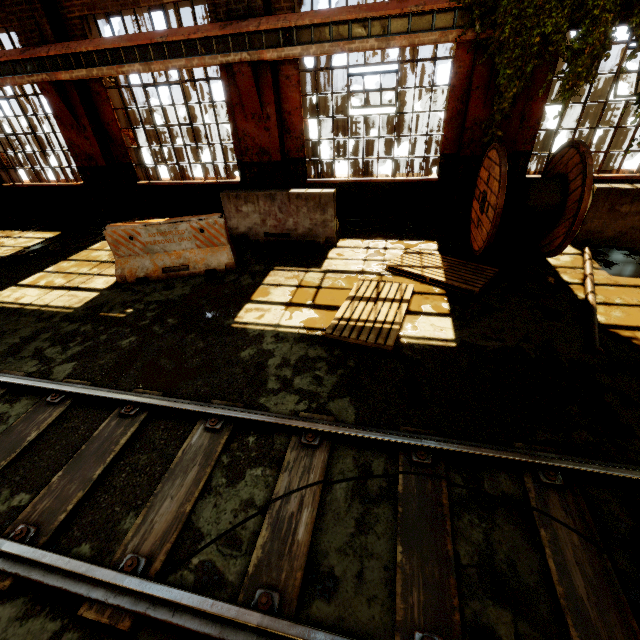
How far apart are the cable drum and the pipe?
0.5 meters

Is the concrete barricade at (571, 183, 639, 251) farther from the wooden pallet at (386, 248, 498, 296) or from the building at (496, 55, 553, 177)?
the wooden pallet at (386, 248, 498, 296)

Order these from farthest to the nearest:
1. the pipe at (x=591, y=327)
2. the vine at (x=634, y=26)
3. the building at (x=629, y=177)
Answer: the building at (x=629, y=177) < the vine at (x=634, y=26) < the pipe at (x=591, y=327)

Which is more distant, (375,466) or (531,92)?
(531,92)

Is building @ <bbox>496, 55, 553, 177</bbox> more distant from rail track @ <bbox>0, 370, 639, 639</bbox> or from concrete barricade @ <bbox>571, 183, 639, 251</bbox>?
rail track @ <bbox>0, 370, 639, 639</bbox>

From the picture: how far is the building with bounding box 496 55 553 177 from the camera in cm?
610

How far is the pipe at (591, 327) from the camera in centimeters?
388cm

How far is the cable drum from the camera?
4.96m
